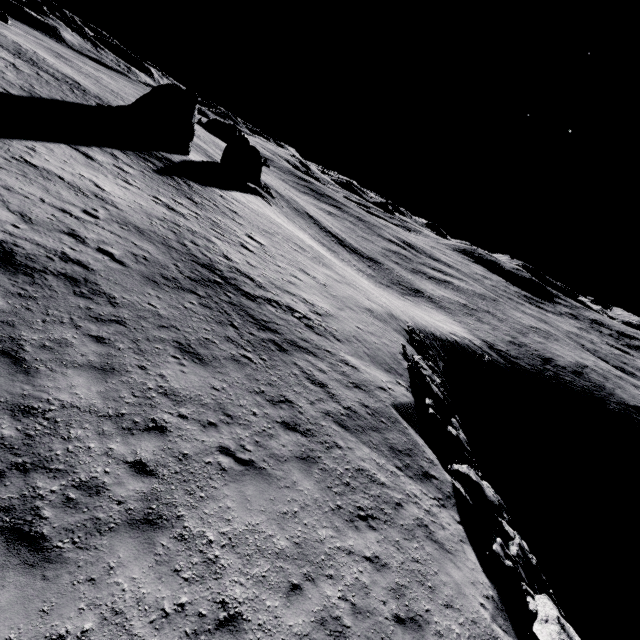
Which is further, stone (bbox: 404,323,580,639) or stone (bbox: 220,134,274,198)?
stone (bbox: 220,134,274,198)

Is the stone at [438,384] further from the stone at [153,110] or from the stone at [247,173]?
the stone at [247,173]

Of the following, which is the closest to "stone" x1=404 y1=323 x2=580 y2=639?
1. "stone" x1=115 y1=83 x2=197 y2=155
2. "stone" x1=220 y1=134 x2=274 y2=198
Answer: "stone" x1=115 y1=83 x2=197 y2=155

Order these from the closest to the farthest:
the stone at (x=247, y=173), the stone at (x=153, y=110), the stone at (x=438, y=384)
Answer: the stone at (x=438, y=384) → the stone at (x=153, y=110) → the stone at (x=247, y=173)

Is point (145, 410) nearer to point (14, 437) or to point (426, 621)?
point (14, 437)

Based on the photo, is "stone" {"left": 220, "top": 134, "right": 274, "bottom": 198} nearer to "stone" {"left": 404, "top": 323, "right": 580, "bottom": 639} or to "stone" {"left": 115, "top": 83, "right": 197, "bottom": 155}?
"stone" {"left": 115, "top": 83, "right": 197, "bottom": 155}

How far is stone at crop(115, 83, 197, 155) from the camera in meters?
33.3 m

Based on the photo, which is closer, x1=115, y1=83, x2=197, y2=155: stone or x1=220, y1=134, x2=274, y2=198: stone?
x1=115, y1=83, x2=197, y2=155: stone
